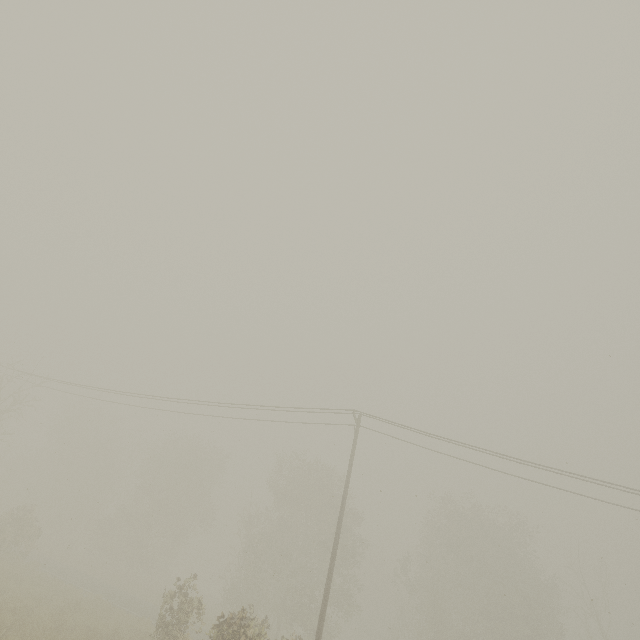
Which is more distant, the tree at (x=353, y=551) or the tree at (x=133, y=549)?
the tree at (x=133, y=549)

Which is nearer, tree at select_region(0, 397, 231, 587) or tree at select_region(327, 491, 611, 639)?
tree at select_region(327, 491, 611, 639)

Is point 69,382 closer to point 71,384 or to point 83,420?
point 71,384
